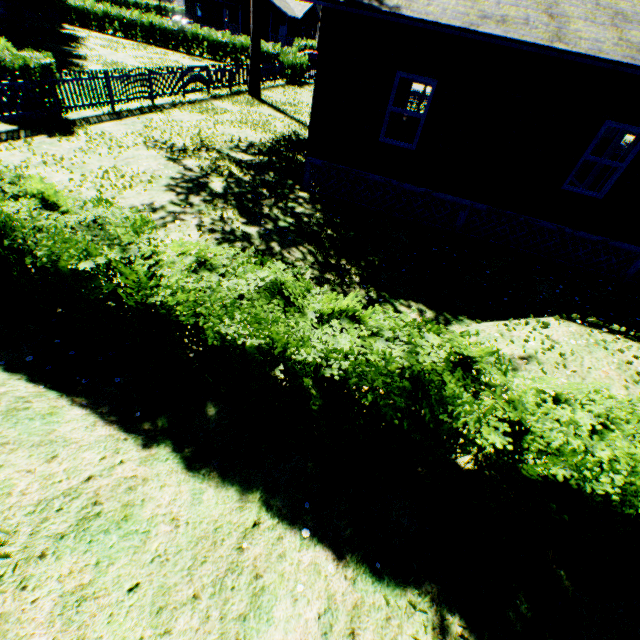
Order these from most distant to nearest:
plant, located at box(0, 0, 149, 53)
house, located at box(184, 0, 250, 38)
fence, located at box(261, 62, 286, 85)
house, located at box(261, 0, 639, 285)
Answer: house, located at box(184, 0, 250, 38) < fence, located at box(261, 62, 286, 85) < plant, located at box(0, 0, 149, 53) < house, located at box(261, 0, 639, 285)

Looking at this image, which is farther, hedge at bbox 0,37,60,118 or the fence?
the fence

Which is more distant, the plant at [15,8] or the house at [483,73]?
the plant at [15,8]

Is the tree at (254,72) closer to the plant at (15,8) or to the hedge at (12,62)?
the plant at (15,8)

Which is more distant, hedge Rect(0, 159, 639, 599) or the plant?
the plant

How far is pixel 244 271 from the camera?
4.0m

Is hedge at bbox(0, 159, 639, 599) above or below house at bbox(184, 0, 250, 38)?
below

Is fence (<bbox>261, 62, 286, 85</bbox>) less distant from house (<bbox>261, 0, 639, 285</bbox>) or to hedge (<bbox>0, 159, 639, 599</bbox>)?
hedge (<bbox>0, 159, 639, 599</bbox>)
